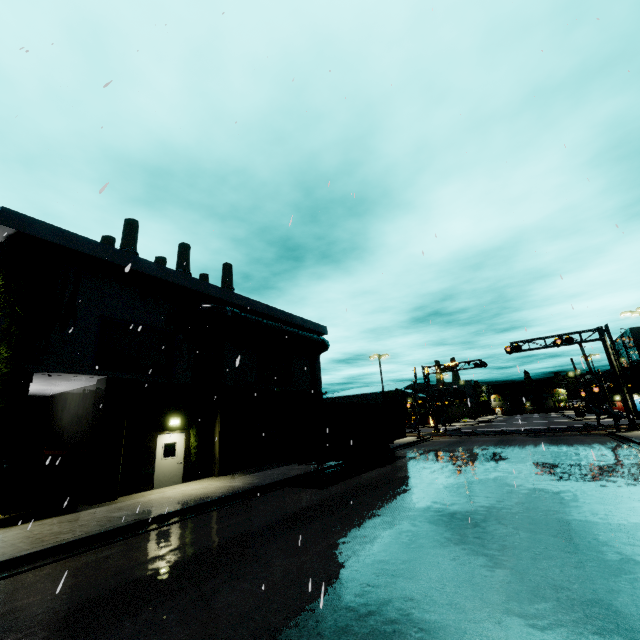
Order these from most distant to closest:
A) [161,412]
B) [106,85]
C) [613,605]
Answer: [161,412], [613,605], [106,85]

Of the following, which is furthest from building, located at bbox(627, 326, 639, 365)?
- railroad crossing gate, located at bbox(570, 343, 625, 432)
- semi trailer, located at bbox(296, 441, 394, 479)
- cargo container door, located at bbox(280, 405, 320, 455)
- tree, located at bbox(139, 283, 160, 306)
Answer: railroad crossing gate, located at bbox(570, 343, 625, 432)

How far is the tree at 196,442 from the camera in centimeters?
1708cm

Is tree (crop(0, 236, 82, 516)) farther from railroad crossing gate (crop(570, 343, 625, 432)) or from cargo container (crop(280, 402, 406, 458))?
railroad crossing gate (crop(570, 343, 625, 432))

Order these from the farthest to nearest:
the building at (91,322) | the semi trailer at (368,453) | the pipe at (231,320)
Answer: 1. the pipe at (231,320)
2. the semi trailer at (368,453)
3. the building at (91,322)

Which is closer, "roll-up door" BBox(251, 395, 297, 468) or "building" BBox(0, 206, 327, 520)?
"building" BBox(0, 206, 327, 520)

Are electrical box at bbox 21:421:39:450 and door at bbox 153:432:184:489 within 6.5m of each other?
no

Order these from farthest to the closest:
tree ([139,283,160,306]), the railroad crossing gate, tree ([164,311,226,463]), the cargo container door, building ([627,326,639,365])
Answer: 1. building ([627,326,639,365])
2. the railroad crossing gate
3. tree ([164,311,226,463])
4. tree ([139,283,160,306])
5. the cargo container door
